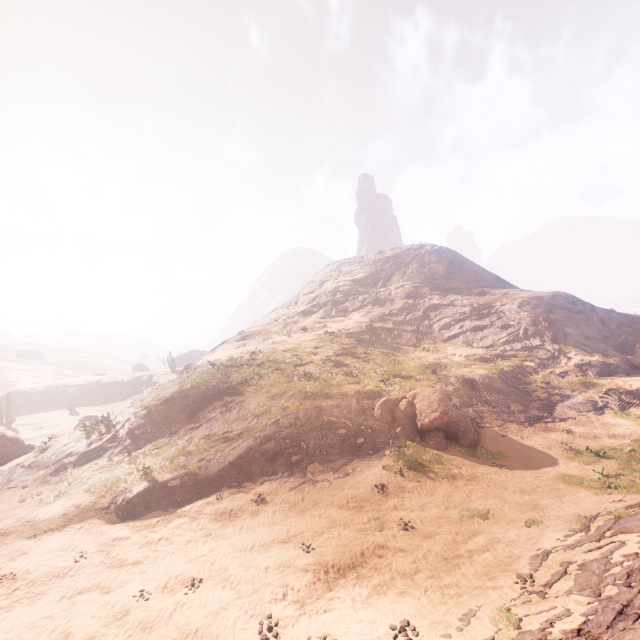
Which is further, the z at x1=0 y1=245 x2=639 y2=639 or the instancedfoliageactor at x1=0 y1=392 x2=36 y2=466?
the instancedfoliageactor at x1=0 y1=392 x2=36 y2=466

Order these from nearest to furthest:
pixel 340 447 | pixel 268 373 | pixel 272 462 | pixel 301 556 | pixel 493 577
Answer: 1. pixel 493 577
2. pixel 301 556
3. pixel 272 462
4. pixel 340 447
5. pixel 268 373

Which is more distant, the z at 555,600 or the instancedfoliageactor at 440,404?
the instancedfoliageactor at 440,404

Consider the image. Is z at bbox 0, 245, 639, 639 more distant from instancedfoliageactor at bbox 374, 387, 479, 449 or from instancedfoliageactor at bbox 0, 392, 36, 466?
instancedfoliageactor at bbox 0, 392, 36, 466

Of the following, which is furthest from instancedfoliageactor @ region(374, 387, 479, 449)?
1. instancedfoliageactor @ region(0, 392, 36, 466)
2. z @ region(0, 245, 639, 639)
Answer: instancedfoliageactor @ region(0, 392, 36, 466)

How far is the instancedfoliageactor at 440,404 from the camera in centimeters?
1758cm

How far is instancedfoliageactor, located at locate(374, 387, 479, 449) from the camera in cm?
1758
